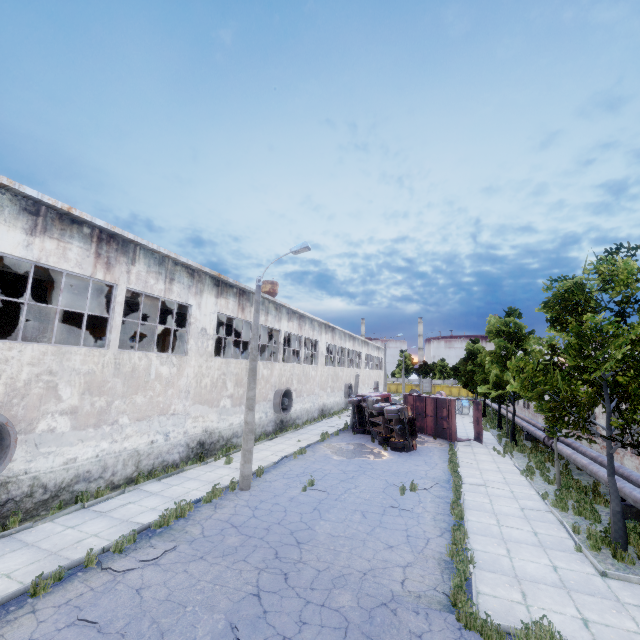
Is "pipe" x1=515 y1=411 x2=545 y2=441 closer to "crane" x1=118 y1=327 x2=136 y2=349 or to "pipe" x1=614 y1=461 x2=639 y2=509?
"pipe" x1=614 y1=461 x2=639 y2=509

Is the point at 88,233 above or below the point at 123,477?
above

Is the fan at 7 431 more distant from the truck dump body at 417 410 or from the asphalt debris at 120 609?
the truck dump body at 417 410

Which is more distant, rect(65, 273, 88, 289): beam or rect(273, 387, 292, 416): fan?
rect(273, 387, 292, 416): fan

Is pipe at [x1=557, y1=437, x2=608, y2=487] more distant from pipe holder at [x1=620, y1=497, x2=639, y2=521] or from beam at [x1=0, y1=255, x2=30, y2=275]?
beam at [x1=0, y1=255, x2=30, y2=275]

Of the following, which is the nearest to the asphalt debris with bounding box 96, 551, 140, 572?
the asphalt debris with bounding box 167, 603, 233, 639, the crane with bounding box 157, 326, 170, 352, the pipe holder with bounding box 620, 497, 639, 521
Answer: the asphalt debris with bounding box 167, 603, 233, 639

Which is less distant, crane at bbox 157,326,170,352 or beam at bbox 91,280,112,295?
beam at bbox 91,280,112,295

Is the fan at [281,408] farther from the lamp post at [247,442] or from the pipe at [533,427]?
the pipe at [533,427]
